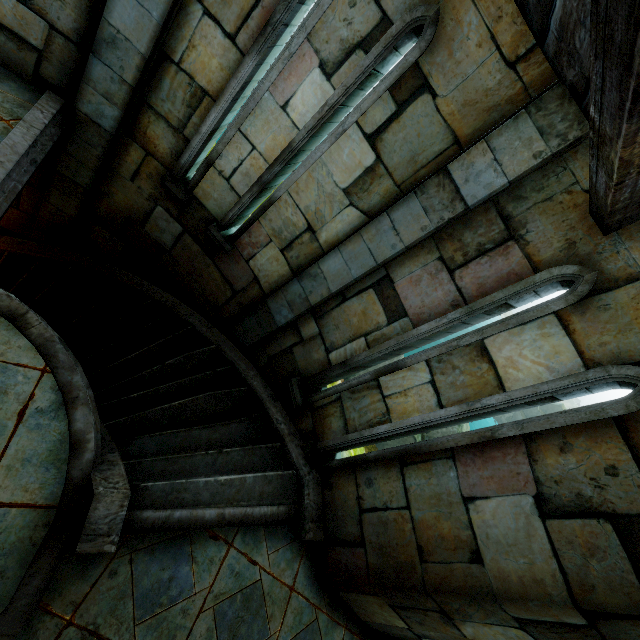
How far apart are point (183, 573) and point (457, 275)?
3.9m
